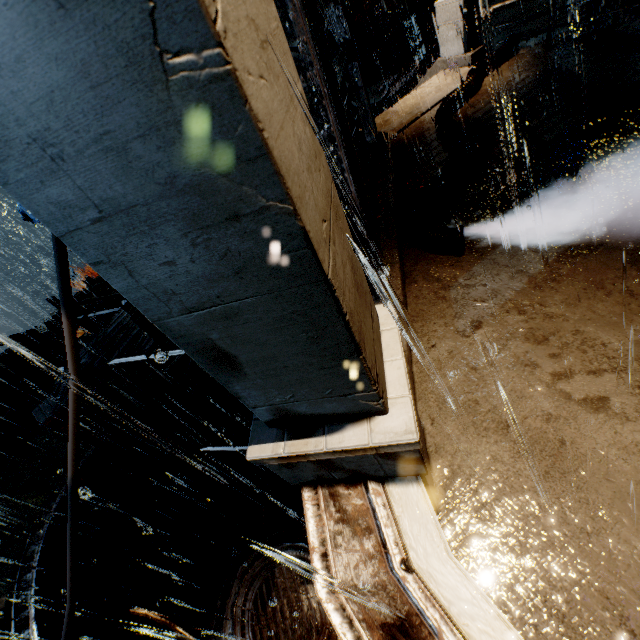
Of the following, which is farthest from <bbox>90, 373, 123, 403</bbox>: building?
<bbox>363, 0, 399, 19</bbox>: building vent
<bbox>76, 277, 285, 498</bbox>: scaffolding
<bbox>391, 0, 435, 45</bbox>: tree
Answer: <bbox>391, 0, 435, 45</bbox>: tree

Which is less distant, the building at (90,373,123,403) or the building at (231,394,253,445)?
the building at (90,373,123,403)

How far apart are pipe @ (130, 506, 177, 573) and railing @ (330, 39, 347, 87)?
15.8 meters

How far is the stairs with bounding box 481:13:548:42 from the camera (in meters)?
17.88

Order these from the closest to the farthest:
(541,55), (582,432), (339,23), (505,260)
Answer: (582,432)
(505,260)
(339,23)
(541,55)

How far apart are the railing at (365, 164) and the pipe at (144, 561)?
15.8m

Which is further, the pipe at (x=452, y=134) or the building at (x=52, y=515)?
the building at (x=52, y=515)
